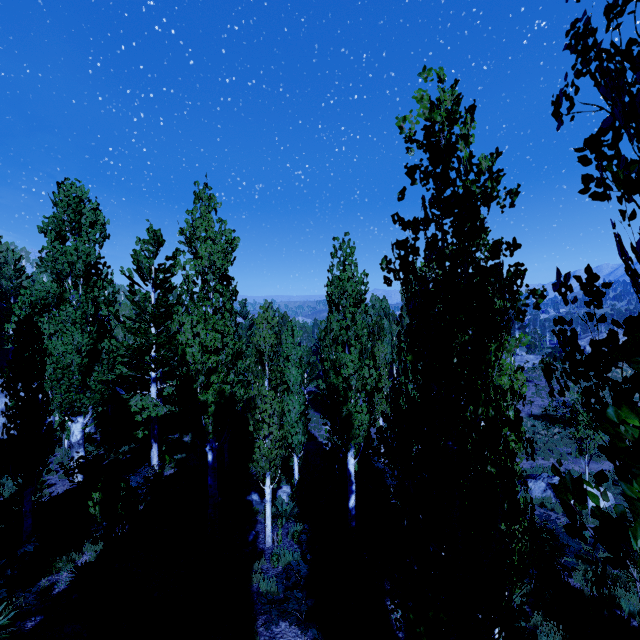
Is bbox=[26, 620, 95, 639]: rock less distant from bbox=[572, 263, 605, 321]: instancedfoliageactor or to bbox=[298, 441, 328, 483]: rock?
bbox=[572, 263, 605, 321]: instancedfoliageactor

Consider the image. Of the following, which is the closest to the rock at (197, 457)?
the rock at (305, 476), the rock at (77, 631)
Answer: the rock at (305, 476)

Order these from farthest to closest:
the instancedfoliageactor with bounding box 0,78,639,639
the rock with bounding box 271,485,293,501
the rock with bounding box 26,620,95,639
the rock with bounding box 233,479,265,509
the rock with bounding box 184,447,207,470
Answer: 1. the rock with bounding box 184,447,207,470
2. the rock with bounding box 271,485,293,501
3. the rock with bounding box 233,479,265,509
4. the rock with bounding box 26,620,95,639
5. the instancedfoliageactor with bounding box 0,78,639,639

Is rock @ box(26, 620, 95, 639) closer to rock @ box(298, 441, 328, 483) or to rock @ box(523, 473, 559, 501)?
rock @ box(298, 441, 328, 483)

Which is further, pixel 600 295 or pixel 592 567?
pixel 592 567

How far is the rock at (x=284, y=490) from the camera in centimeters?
1516cm

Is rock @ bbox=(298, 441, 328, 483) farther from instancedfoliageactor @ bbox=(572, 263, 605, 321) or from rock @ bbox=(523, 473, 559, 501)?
rock @ bbox=(523, 473, 559, 501)

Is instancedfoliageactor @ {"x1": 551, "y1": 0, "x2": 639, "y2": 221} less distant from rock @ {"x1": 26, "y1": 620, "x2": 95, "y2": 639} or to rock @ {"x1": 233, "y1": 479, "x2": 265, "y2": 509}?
rock @ {"x1": 26, "y1": 620, "x2": 95, "y2": 639}
